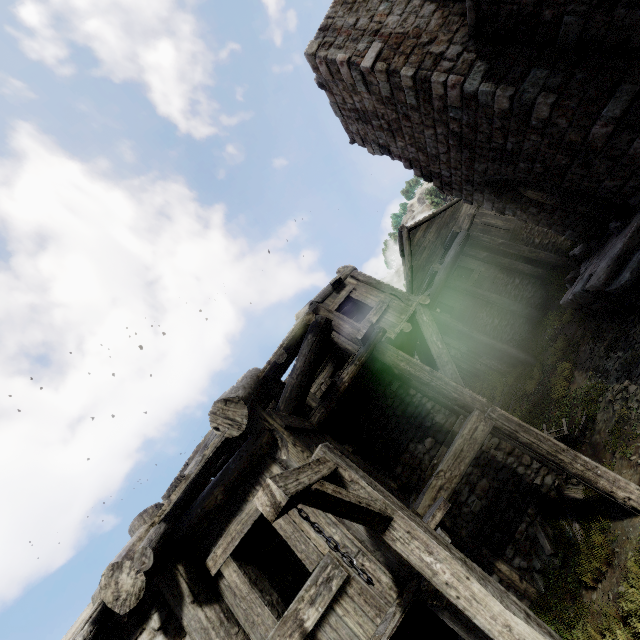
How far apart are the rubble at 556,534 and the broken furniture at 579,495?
0.1 meters

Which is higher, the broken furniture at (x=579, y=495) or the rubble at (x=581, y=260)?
the rubble at (x=581, y=260)

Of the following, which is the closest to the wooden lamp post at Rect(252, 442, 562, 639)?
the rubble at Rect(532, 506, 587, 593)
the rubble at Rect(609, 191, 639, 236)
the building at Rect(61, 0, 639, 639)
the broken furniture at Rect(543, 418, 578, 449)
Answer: the building at Rect(61, 0, 639, 639)

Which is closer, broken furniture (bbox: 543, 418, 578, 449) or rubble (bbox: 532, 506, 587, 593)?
rubble (bbox: 532, 506, 587, 593)

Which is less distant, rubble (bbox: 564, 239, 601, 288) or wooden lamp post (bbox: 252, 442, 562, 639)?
wooden lamp post (bbox: 252, 442, 562, 639)

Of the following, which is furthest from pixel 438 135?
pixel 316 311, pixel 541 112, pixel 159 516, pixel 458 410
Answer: pixel 159 516

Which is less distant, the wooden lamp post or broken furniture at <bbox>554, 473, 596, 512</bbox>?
the wooden lamp post
